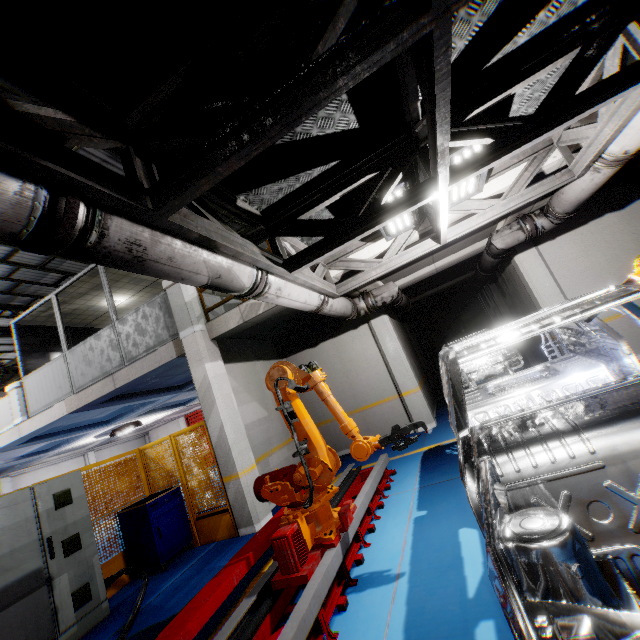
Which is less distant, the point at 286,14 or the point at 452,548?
the point at 286,14

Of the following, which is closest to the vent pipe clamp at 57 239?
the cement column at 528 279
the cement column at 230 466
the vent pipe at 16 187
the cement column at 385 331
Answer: the vent pipe at 16 187

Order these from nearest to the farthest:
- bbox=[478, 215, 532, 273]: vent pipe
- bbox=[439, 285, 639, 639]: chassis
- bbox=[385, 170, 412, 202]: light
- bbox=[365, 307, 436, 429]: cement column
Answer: bbox=[439, 285, 639, 639]: chassis
bbox=[385, 170, 412, 202]: light
bbox=[478, 215, 532, 273]: vent pipe
bbox=[365, 307, 436, 429]: cement column

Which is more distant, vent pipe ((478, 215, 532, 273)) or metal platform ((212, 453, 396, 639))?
vent pipe ((478, 215, 532, 273))

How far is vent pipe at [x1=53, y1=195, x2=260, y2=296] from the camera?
1.91m

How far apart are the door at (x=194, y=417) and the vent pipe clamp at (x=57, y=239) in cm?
1956

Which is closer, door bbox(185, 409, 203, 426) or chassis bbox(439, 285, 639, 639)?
chassis bbox(439, 285, 639, 639)

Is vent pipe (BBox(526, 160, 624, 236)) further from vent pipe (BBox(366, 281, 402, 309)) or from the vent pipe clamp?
the vent pipe clamp
